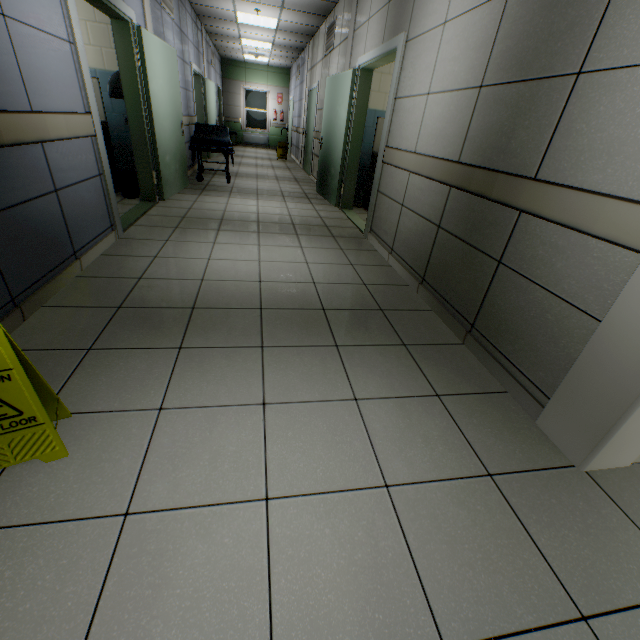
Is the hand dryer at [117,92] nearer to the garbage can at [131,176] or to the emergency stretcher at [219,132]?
the garbage can at [131,176]

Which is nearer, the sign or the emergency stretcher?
the sign

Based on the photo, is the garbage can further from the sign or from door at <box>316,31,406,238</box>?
the sign

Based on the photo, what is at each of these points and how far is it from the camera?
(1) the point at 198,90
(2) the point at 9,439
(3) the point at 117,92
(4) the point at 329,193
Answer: (1) door, 8.88m
(2) sign, 1.19m
(3) hand dryer, 4.18m
(4) door, 6.12m

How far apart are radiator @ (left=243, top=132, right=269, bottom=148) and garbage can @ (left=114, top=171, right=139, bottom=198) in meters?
12.3 m

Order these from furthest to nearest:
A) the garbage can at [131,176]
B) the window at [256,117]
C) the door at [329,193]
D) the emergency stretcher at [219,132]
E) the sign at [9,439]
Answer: the window at [256,117]
the emergency stretcher at [219,132]
the garbage can at [131,176]
the door at [329,193]
the sign at [9,439]

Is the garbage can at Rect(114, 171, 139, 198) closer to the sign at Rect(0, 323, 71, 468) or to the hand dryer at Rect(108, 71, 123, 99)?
the hand dryer at Rect(108, 71, 123, 99)

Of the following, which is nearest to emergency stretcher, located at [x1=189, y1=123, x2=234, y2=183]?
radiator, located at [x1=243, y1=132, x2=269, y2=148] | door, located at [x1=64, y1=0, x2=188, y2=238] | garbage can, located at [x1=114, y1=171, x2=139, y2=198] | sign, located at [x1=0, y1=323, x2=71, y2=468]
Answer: door, located at [x1=64, y1=0, x2=188, y2=238]
